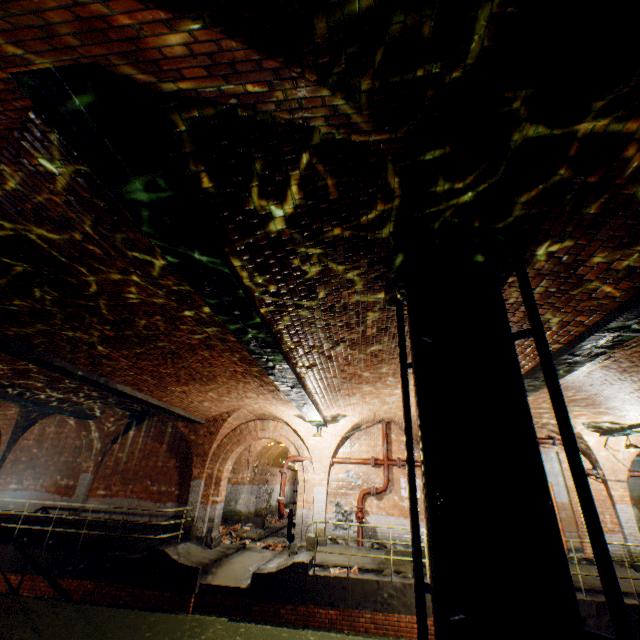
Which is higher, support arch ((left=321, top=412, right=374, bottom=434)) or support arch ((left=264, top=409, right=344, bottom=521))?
support arch ((left=321, top=412, right=374, bottom=434))

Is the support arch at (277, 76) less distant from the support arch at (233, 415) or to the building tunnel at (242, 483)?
the support arch at (233, 415)

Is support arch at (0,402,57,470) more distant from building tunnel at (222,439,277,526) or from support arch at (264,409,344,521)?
support arch at (264,409,344,521)

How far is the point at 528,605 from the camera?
2.1 meters

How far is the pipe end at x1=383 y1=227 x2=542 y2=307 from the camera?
3.3m

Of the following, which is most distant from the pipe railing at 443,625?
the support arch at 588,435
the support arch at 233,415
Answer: the support arch at 588,435

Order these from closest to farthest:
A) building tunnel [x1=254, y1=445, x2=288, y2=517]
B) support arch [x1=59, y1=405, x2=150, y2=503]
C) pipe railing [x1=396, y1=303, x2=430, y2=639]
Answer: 1. pipe railing [x1=396, y1=303, x2=430, y2=639]
2. support arch [x1=59, y1=405, x2=150, y2=503]
3. building tunnel [x1=254, y1=445, x2=288, y2=517]

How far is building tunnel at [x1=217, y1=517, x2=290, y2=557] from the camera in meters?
12.3
